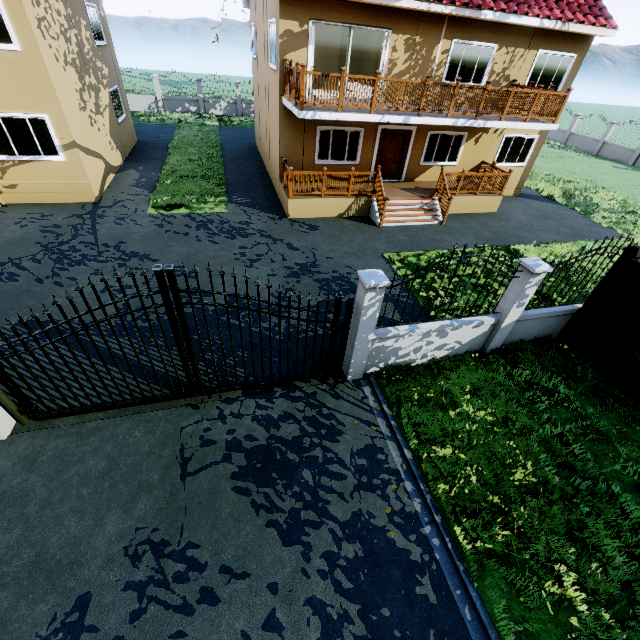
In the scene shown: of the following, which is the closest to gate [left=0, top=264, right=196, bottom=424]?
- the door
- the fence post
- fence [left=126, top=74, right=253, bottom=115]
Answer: fence [left=126, top=74, right=253, bottom=115]

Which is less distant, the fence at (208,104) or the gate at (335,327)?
the gate at (335,327)

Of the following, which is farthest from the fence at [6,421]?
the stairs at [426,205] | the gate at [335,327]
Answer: the stairs at [426,205]

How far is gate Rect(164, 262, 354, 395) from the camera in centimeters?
471cm

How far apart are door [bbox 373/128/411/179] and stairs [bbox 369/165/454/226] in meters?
1.9 m

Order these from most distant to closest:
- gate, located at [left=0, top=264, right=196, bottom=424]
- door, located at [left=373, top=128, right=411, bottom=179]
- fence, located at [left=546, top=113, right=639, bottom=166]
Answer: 1. fence, located at [left=546, top=113, right=639, bottom=166]
2. door, located at [left=373, top=128, right=411, bottom=179]
3. gate, located at [left=0, top=264, right=196, bottom=424]

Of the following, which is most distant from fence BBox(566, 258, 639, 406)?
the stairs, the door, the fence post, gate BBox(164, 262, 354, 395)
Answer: the door

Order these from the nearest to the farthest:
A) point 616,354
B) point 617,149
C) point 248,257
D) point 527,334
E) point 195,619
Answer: point 195,619 < point 616,354 < point 527,334 < point 248,257 < point 617,149
